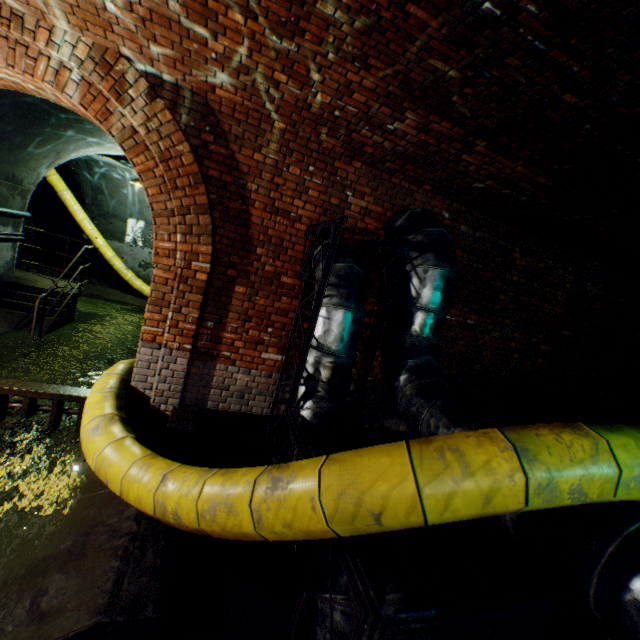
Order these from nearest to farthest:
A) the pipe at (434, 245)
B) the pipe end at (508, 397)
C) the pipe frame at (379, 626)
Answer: the pipe frame at (379, 626)
the pipe at (434, 245)
the pipe end at (508, 397)

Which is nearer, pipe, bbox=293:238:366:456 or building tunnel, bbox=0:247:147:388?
pipe, bbox=293:238:366:456

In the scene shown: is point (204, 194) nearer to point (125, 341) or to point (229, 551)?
point (229, 551)

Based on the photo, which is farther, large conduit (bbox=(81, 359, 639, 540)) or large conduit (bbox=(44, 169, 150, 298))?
large conduit (bbox=(44, 169, 150, 298))

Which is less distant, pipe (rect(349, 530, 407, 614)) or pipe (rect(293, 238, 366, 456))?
pipe (rect(349, 530, 407, 614))

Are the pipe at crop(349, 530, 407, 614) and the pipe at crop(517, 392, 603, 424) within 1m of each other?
no

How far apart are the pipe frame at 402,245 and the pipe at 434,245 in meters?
0.3 m

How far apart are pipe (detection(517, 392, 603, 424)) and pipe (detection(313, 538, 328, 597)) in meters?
3.9
